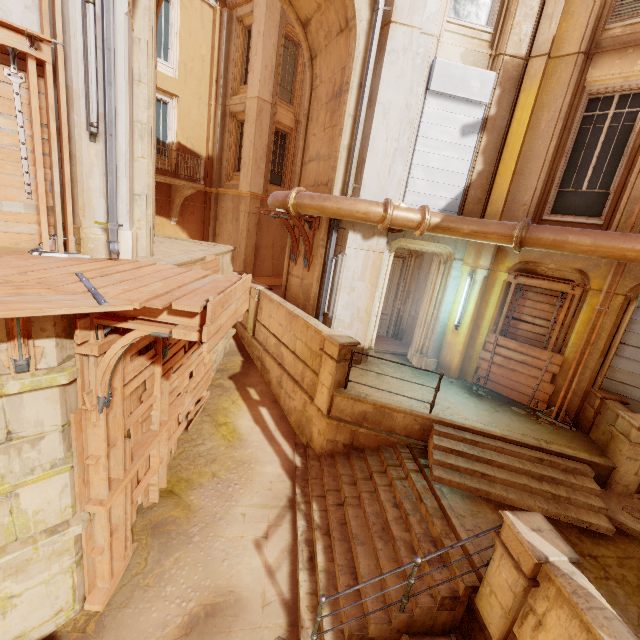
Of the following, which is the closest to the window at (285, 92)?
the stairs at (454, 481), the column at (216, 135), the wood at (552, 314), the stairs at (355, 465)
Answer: the column at (216, 135)

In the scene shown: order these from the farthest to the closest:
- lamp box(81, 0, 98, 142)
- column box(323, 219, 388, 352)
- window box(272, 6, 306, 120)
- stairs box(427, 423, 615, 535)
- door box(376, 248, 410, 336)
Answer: window box(272, 6, 306, 120), door box(376, 248, 410, 336), column box(323, 219, 388, 352), stairs box(427, 423, 615, 535), lamp box(81, 0, 98, 142)

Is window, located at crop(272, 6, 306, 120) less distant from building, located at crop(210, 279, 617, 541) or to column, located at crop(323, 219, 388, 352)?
building, located at crop(210, 279, 617, 541)

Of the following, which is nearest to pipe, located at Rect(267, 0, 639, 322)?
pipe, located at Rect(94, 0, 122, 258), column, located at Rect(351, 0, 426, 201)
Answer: column, located at Rect(351, 0, 426, 201)

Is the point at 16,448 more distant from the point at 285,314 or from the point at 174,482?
the point at 285,314

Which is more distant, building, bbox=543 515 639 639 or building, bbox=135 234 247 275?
building, bbox=135 234 247 275

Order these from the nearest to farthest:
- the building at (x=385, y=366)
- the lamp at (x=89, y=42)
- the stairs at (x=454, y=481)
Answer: the lamp at (x=89, y=42), the stairs at (x=454, y=481), the building at (x=385, y=366)

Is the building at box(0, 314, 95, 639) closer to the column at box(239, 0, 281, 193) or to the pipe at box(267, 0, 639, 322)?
the pipe at box(267, 0, 639, 322)
